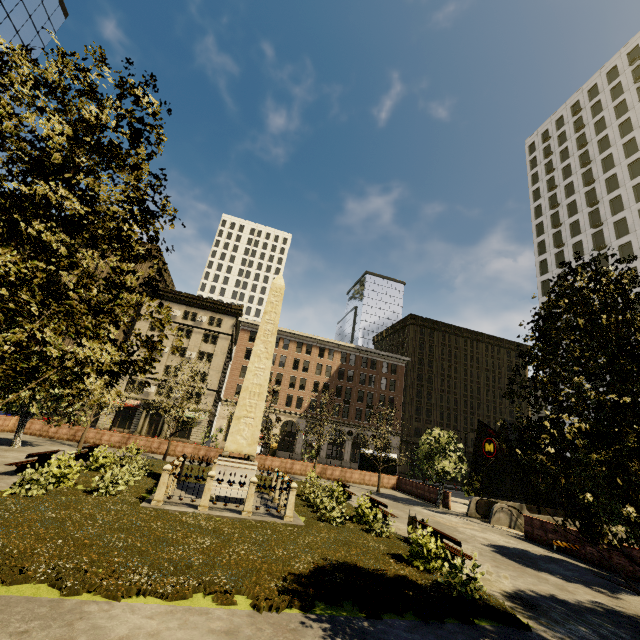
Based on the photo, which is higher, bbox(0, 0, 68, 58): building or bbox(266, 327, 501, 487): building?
bbox(0, 0, 68, 58): building

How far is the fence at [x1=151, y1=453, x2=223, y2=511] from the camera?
12.2m

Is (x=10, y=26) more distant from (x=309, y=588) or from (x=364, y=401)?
(x=364, y=401)

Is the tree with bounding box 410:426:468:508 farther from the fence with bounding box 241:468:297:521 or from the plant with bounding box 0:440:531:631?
the fence with bounding box 241:468:297:521

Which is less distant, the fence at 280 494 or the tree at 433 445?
the fence at 280 494

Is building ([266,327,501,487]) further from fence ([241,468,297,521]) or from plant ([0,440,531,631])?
fence ([241,468,297,521])

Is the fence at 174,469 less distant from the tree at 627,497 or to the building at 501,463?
the tree at 627,497
